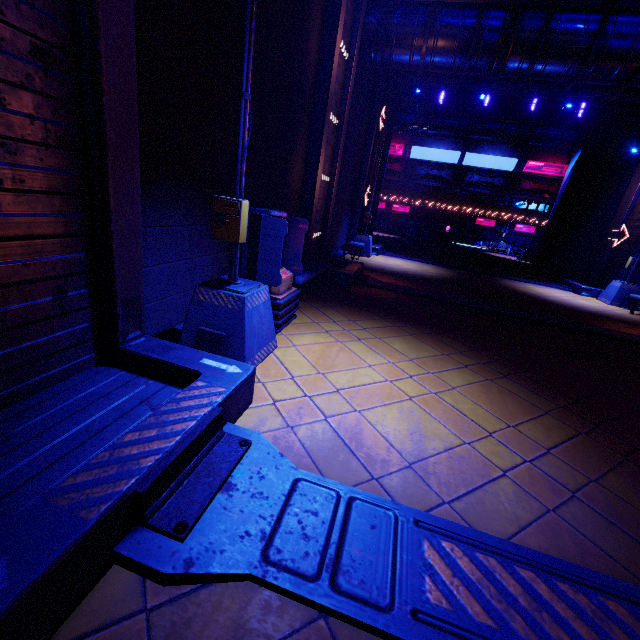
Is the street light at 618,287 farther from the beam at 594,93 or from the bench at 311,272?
the bench at 311,272

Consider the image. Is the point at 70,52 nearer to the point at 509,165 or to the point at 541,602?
the point at 541,602

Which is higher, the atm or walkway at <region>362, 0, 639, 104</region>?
walkway at <region>362, 0, 639, 104</region>

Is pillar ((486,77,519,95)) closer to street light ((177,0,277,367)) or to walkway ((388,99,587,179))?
walkway ((388,99,587,179))

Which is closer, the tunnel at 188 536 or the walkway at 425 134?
the tunnel at 188 536

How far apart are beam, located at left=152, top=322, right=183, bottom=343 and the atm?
0.2m

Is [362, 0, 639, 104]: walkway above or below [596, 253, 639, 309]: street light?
above

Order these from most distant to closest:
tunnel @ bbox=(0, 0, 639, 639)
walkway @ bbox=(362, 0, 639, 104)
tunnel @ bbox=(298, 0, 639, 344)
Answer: walkway @ bbox=(362, 0, 639, 104) → tunnel @ bbox=(298, 0, 639, 344) → tunnel @ bbox=(0, 0, 639, 639)
